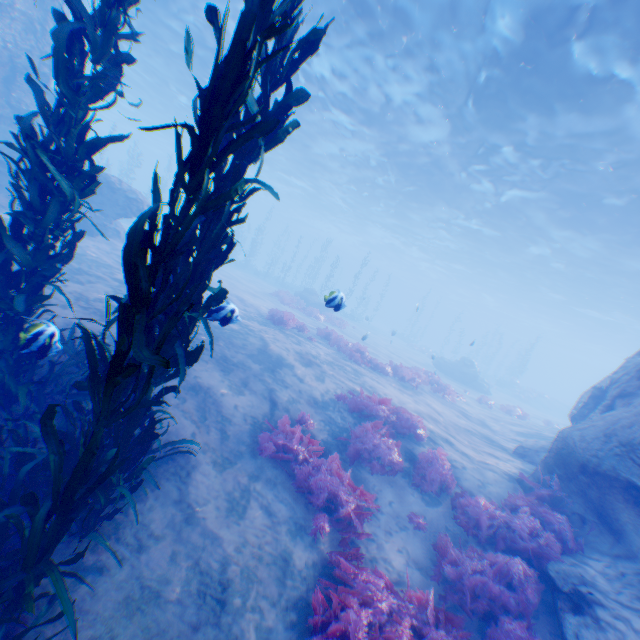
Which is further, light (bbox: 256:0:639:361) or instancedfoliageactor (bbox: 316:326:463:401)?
instancedfoliageactor (bbox: 316:326:463:401)

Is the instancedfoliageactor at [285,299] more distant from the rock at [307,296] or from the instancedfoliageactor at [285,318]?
the rock at [307,296]

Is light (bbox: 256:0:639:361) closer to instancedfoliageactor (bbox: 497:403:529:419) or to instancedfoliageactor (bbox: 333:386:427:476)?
instancedfoliageactor (bbox: 333:386:427:476)

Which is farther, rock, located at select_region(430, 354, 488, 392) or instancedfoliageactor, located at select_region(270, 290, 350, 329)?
rock, located at select_region(430, 354, 488, 392)

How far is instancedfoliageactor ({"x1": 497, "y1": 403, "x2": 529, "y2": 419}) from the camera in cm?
2006

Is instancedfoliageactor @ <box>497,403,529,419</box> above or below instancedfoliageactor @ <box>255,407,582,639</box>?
above

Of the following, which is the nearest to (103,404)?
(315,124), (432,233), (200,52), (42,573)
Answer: (42,573)

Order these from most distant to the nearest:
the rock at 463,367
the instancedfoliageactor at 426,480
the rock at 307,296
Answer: the rock at 463,367 < the instancedfoliageactor at 426,480 < the rock at 307,296
